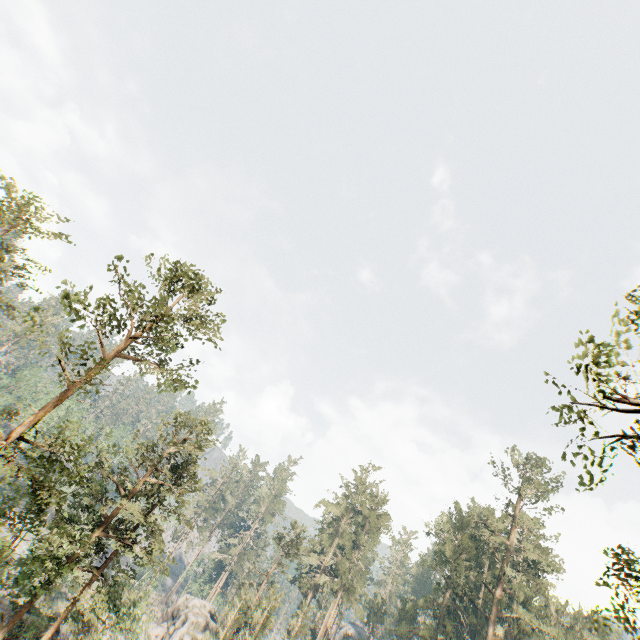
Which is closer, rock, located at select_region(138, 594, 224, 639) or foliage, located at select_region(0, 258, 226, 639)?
foliage, located at select_region(0, 258, 226, 639)

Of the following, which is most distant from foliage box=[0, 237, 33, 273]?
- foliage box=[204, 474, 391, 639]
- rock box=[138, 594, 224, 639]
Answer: rock box=[138, 594, 224, 639]

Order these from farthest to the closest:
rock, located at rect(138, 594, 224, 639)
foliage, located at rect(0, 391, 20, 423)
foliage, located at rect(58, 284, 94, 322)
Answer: rock, located at rect(138, 594, 224, 639) < foliage, located at rect(0, 391, 20, 423) < foliage, located at rect(58, 284, 94, 322)

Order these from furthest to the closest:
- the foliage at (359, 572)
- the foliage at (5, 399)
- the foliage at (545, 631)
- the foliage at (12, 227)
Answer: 1. the foliage at (359, 572)
2. the foliage at (545, 631)
3. the foliage at (12, 227)
4. the foliage at (5, 399)

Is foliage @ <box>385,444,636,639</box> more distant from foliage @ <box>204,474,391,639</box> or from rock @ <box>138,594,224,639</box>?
rock @ <box>138,594,224,639</box>

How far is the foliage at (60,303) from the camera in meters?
15.7 m

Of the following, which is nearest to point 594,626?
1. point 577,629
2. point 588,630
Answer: point 577,629
